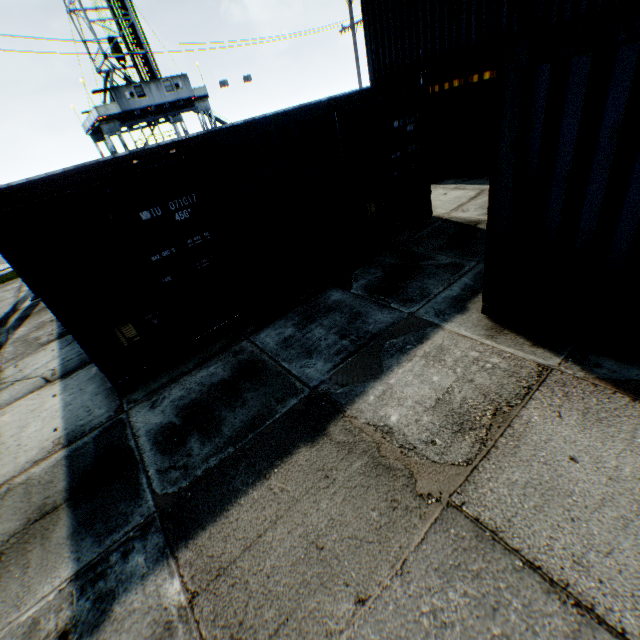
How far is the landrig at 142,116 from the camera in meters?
28.0 m

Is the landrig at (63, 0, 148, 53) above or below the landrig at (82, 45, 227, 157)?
above

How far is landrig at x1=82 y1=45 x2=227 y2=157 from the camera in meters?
28.0 m

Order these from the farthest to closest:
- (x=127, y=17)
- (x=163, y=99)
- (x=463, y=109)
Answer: (x=127, y=17), (x=163, y=99), (x=463, y=109)

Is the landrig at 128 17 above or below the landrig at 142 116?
above
